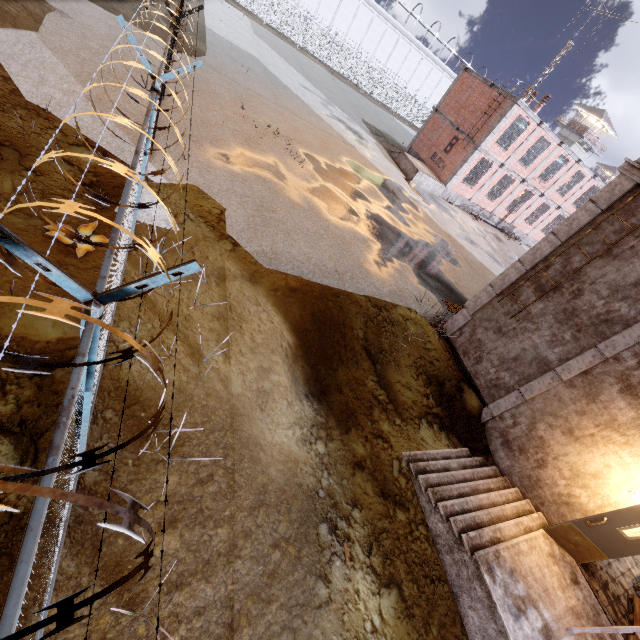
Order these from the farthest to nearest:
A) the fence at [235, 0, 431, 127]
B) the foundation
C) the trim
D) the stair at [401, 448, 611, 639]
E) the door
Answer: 1. the fence at [235, 0, 431, 127]
2. the foundation
3. the trim
4. the door
5. the stair at [401, 448, 611, 639]

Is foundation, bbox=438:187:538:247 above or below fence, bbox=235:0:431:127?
below

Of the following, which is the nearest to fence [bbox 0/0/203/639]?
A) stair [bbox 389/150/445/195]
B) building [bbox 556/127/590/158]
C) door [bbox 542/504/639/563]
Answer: building [bbox 556/127/590/158]

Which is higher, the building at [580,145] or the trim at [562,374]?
the building at [580,145]

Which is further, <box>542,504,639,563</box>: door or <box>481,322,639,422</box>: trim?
<box>481,322,639,422</box>: trim

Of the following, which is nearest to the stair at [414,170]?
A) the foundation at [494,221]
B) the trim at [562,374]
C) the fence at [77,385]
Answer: the foundation at [494,221]

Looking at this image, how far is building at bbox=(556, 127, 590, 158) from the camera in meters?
50.9

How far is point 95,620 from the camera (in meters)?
3.08
